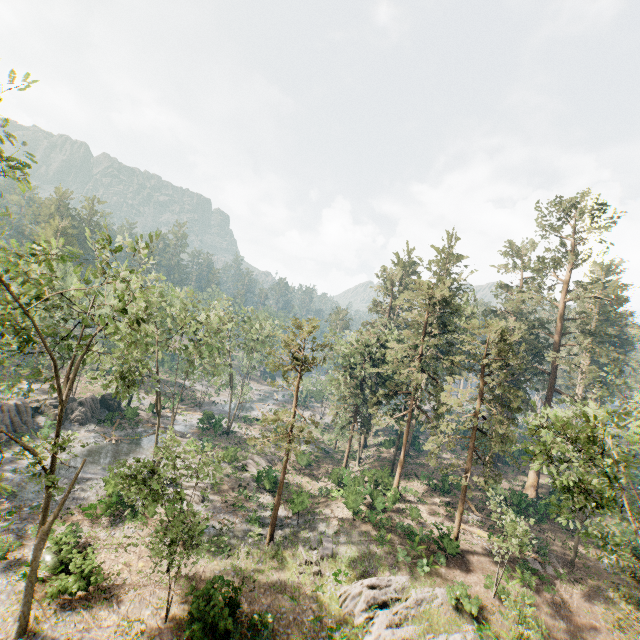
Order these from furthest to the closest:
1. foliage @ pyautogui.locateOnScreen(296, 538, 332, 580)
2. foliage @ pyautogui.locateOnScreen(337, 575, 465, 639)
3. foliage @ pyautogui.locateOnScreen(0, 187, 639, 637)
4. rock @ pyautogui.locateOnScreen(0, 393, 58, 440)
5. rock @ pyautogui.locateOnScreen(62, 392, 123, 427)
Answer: rock @ pyautogui.locateOnScreen(62, 392, 123, 427)
rock @ pyautogui.locateOnScreen(0, 393, 58, 440)
foliage @ pyautogui.locateOnScreen(296, 538, 332, 580)
foliage @ pyautogui.locateOnScreen(337, 575, 465, 639)
foliage @ pyautogui.locateOnScreen(0, 187, 639, 637)

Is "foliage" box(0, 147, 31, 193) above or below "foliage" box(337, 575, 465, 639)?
above

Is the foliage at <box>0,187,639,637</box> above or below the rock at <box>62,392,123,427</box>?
above

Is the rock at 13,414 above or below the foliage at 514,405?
below

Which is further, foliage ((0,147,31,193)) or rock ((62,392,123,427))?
rock ((62,392,123,427))

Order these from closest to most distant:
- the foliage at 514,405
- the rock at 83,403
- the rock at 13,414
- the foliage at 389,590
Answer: the foliage at 514,405 → the foliage at 389,590 → the rock at 13,414 → the rock at 83,403

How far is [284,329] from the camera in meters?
24.8 m
